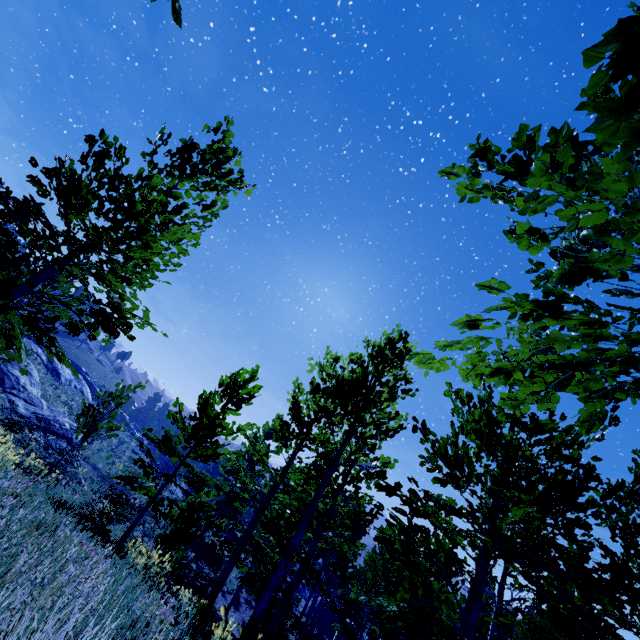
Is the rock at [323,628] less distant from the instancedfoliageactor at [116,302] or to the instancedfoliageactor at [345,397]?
the instancedfoliageactor at [345,397]

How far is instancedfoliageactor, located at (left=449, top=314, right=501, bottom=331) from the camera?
2.1m

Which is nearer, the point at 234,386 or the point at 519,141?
the point at 519,141

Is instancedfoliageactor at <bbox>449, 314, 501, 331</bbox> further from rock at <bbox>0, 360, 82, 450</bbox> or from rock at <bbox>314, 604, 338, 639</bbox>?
rock at <bbox>0, 360, 82, 450</bbox>

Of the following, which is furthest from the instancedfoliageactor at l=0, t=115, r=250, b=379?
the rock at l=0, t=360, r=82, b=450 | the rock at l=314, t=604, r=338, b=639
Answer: the rock at l=314, t=604, r=338, b=639

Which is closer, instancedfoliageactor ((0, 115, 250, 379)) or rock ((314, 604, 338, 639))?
instancedfoliageactor ((0, 115, 250, 379))

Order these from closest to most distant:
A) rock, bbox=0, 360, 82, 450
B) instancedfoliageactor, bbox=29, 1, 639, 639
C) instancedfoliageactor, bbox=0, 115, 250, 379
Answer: instancedfoliageactor, bbox=29, 1, 639, 639 < instancedfoliageactor, bbox=0, 115, 250, 379 < rock, bbox=0, 360, 82, 450

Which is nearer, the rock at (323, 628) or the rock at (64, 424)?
the rock at (64, 424)
